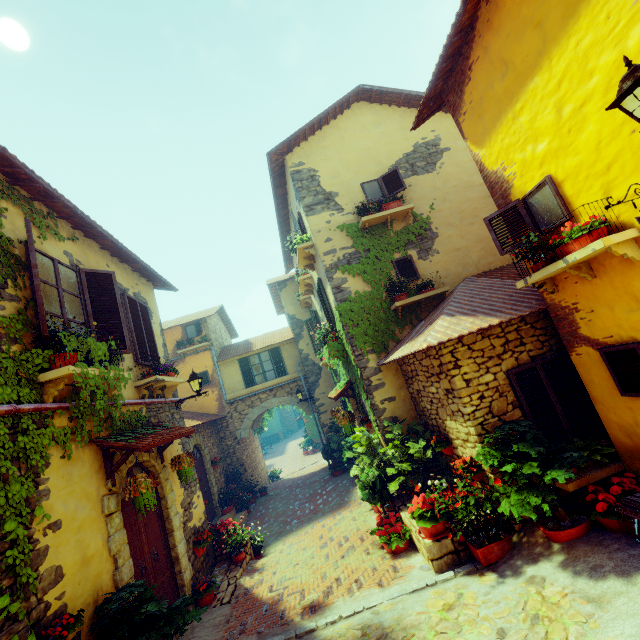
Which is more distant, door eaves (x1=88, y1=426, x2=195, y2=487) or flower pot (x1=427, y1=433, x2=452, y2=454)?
flower pot (x1=427, y1=433, x2=452, y2=454)

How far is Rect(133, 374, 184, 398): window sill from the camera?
6.6m

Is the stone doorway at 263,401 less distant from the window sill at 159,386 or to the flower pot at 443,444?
the window sill at 159,386

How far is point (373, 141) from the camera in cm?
955

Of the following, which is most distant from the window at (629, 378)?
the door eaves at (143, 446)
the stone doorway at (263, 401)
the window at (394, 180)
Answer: the stone doorway at (263, 401)

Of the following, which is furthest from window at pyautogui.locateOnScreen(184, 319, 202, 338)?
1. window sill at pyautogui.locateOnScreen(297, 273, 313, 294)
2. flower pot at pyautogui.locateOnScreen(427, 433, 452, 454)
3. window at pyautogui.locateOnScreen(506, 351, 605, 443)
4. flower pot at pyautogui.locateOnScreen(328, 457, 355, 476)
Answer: flower pot at pyautogui.locateOnScreen(328, 457, 355, 476)

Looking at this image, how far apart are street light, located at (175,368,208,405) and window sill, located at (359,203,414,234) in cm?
583

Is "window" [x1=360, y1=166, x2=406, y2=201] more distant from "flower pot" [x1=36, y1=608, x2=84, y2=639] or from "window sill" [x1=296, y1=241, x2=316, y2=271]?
"flower pot" [x1=36, y1=608, x2=84, y2=639]
